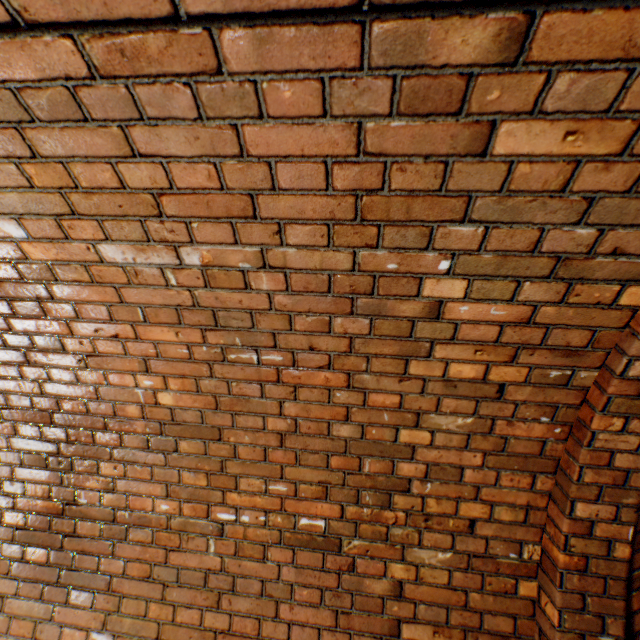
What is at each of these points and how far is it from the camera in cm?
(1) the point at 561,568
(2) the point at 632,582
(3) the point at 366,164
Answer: (1) wall archway, 138
(2) building tunnel, 156
(3) building tunnel, 85

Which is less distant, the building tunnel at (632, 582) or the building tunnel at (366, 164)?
the building tunnel at (366, 164)

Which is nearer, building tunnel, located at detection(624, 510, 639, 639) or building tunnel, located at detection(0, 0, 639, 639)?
building tunnel, located at detection(0, 0, 639, 639)
